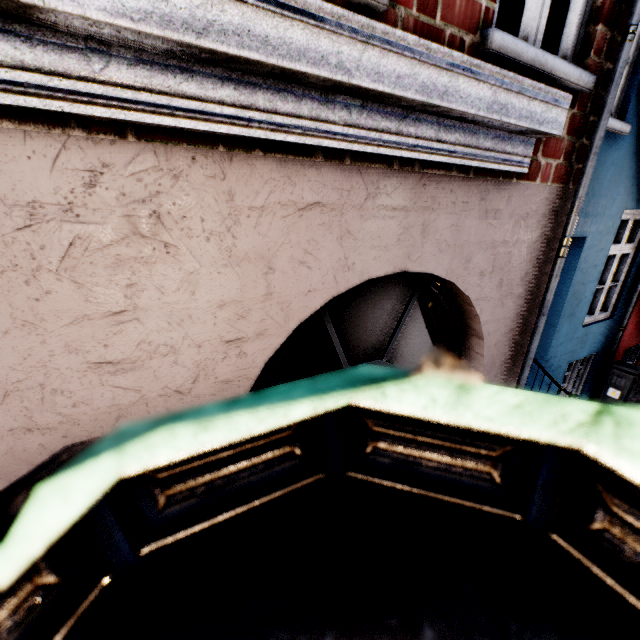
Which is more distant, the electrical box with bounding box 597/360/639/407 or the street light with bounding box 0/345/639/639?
the electrical box with bounding box 597/360/639/407

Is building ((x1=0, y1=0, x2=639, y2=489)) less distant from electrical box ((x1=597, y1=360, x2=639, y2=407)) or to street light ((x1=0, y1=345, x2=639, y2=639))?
electrical box ((x1=597, y1=360, x2=639, y2=407))

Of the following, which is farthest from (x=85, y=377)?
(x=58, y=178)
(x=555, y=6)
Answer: (x=555, y=6)

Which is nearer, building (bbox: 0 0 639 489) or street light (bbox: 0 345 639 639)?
street light (bbox: 0 345 639 639)

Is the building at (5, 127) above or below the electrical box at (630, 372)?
above

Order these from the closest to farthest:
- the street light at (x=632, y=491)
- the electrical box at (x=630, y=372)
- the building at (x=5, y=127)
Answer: the street light at (x=632, y=491) < the building at (x=5, y=127) < the electrical box at (x=630, y=372)

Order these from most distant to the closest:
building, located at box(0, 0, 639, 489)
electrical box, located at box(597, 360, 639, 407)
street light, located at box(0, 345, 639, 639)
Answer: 1. electrical box, located at box(597, 360, 639, 407)
2. building, located at box(0, 0, 639, 489)
3. street light, located at box(0, 345, 639, 639)

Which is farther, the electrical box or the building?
the electrical box
